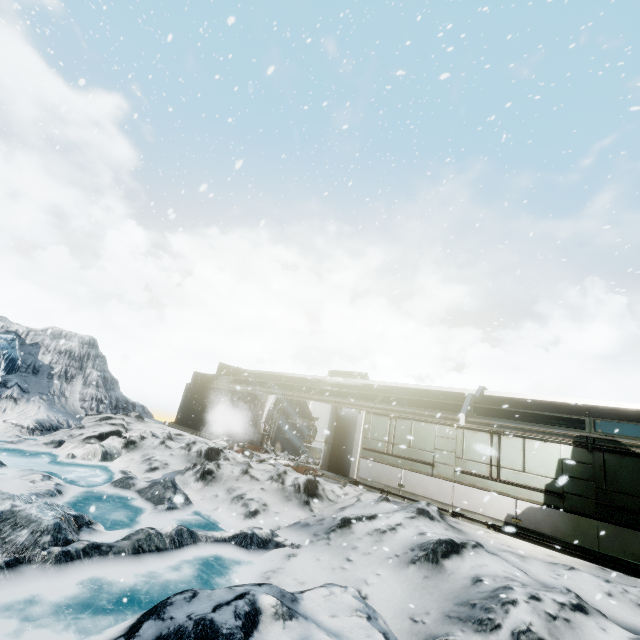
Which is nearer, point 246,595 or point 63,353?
point 246,595
